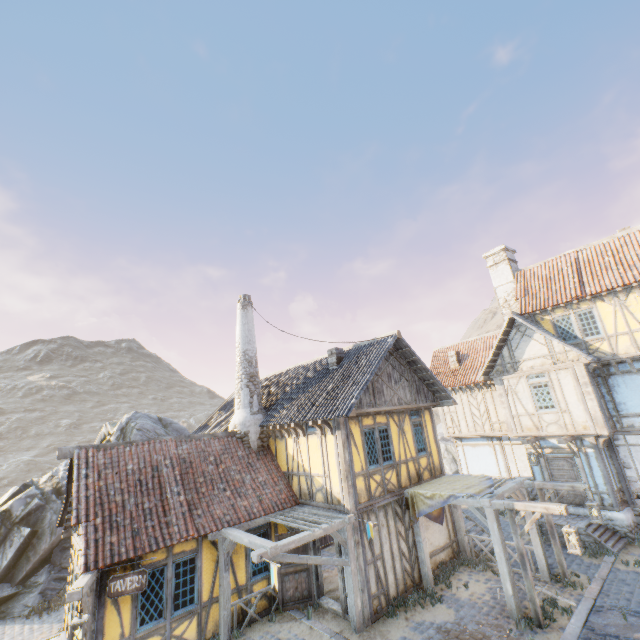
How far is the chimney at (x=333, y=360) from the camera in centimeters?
1396cm

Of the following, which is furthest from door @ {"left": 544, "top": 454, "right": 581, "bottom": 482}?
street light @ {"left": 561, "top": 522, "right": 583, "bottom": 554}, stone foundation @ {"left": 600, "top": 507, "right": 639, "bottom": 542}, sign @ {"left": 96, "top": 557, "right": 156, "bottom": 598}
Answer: sign @ {"left": 96, "top": 557, "right": 156, "bottom": 598}

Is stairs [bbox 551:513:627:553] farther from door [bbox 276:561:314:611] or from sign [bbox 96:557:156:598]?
sign [bbox 96:557:156:598]

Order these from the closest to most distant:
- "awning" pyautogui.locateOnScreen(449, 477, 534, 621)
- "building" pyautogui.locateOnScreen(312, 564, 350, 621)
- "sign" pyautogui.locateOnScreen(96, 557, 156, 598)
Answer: "sign" pyautogui.locateOnScreen(96, 557, 156, 598) < "awning" pyautogui.locateOnScreen(449, 477, 534, 621) < "building" pyautogui.locateOnScreen(312, 564, 350, 621)

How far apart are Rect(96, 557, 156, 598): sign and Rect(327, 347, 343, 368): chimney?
8.5m

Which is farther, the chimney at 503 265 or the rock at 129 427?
the chimney at 503 265

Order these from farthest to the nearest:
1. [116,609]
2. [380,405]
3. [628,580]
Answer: [380,405]
[628,580]
[116,609]

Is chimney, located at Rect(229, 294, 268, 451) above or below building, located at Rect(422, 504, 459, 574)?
above
